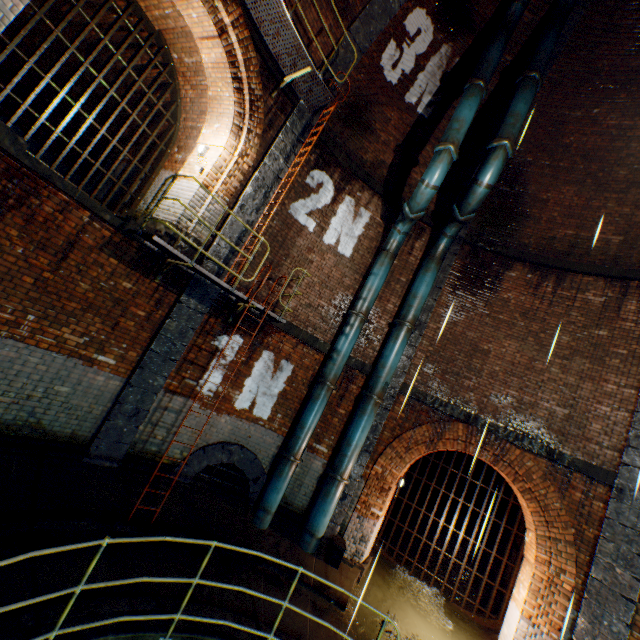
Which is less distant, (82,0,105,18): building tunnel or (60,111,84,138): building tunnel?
(82,0,105,18): building tunnel

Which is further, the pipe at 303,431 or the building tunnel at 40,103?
the building tunnel at 40,103

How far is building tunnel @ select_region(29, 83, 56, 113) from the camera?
→ 11.36m

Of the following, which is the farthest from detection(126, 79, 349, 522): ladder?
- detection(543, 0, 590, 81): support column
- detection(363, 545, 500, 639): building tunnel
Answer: detection(363, 545, 500, 639): building tunnel

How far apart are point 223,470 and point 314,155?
8.5 meters

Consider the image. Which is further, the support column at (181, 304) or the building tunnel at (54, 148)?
the building tunnel at (54, 148)

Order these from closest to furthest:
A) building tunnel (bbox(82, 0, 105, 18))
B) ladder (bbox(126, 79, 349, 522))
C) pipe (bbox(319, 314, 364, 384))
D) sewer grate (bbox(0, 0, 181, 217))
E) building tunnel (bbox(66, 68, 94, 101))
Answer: ladder (bbox(126, 79, 349, 522)) < sewer grate (bbox(0, 0, 181, 217)) < building tunnel (bbox(82, 0, 105, 18)) < pipe (bbox(319, 314, 364, 384)) < building tunnel (bbox(66, 68, 94, 101))

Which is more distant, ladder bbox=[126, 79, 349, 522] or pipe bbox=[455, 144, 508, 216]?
pipe bbox=[455, 144, 508, 216]
